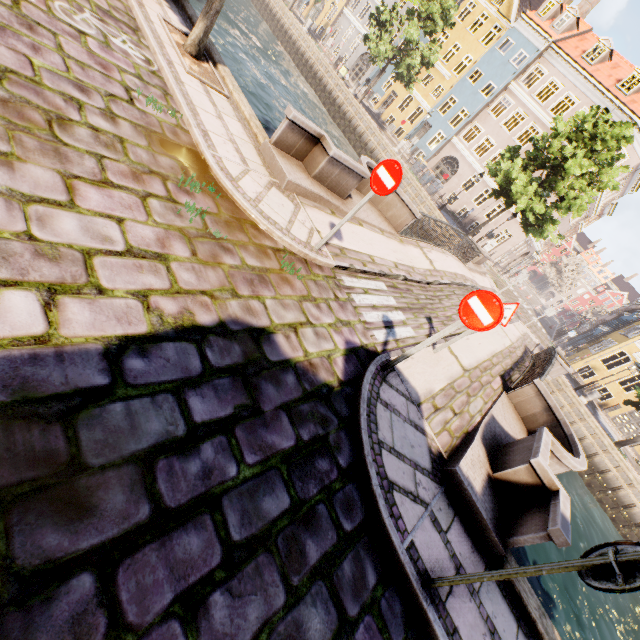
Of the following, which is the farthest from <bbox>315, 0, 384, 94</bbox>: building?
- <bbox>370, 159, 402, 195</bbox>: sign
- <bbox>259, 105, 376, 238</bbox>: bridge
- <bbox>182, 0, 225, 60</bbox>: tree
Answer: <bbox>370, 159, 402, 195</bbox>: sign

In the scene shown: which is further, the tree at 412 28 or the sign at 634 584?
the tree at 412 28

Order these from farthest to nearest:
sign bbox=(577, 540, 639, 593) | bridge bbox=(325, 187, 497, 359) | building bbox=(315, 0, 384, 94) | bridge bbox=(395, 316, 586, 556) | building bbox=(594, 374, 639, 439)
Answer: building bbox=(315, 0, 384, 94) < building bbox=(594, 374, 639, 439) < bridge bbox=(325, 187, 497, 359) < bridge bbox=(395, 316, 586, 556) < sign bbox=(577, 540, 639, 593)

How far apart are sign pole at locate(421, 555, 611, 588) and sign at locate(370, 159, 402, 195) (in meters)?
4.56

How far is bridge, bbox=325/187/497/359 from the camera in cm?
632

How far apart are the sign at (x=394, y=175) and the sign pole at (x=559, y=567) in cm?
456

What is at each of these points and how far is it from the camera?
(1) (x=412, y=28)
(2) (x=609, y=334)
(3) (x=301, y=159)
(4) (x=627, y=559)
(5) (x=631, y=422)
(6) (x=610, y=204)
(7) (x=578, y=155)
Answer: (1) tree, 24.1 meters
(2) building, 33.5 meters
(3) bridge, 7.4 meters
(4) sign pole, 2.3 meters
(5) building, 25.5 meters
(6) building, 35.2 meters
(7) tree, 17.8 meters

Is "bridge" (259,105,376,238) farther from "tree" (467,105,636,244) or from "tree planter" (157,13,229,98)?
"tree" (467,105,636,244)
